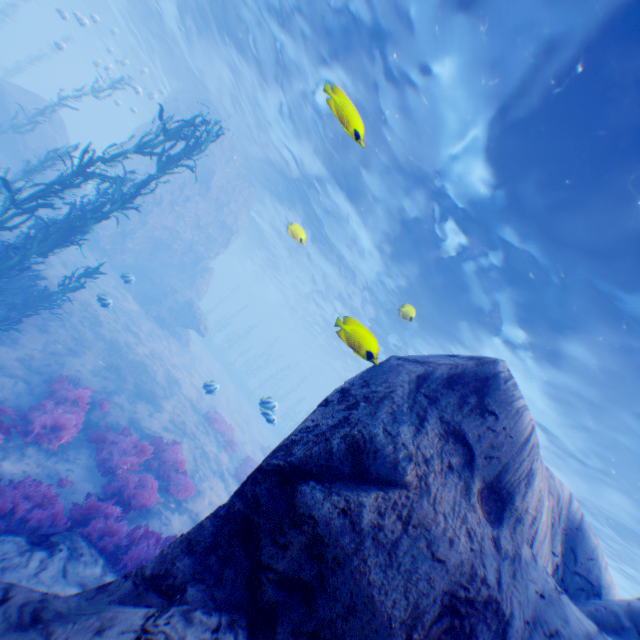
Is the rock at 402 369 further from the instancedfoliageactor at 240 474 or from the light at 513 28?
the instancedfoliageactor at 240 474

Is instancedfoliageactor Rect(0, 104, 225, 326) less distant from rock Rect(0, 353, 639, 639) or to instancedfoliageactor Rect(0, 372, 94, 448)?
Answer: rock Rect(0, 353, 639, 639)

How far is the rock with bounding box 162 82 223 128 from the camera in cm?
2181

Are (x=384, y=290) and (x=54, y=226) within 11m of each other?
no

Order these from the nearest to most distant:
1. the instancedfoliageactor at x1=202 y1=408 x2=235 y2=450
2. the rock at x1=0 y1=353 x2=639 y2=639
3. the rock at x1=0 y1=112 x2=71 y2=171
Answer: the rock at x1=0 y1=353 x2=639 y2=639 < the instancedfoliageactor at x1=202 y1=408 x2=235 y2=450 < the rock at x1=0 y1=112 x2=71 y2=171

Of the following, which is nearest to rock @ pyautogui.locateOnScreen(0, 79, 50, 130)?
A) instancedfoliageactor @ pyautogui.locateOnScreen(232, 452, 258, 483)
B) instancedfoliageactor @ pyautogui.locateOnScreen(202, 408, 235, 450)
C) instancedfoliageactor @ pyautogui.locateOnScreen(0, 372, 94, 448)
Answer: instancedfoliageactor @ pyautogui.locateOnScreen(0, 372, 94, 448)

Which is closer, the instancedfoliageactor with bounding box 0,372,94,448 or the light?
the light

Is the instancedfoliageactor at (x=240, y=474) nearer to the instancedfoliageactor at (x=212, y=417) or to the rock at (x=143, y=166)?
the instancedfoliageactor at (x=212, y=417)
